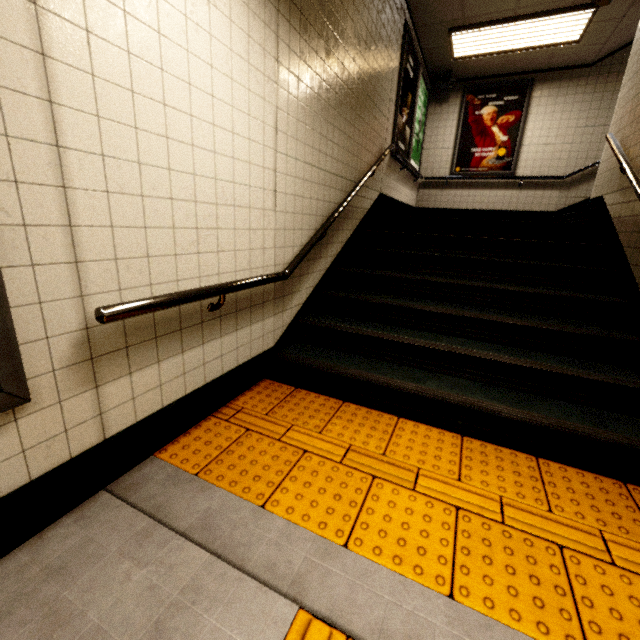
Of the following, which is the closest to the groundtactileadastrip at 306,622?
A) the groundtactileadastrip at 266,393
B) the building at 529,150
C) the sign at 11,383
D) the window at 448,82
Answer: the groundtactileadastrip at 266,393

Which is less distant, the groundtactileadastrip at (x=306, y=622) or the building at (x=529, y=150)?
the groundtactileadastrip at (x=306, y=622)

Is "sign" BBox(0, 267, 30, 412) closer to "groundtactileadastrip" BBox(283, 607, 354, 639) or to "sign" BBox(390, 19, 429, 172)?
"groundtactileadastrip" BBox(283, 607, 354, 639)

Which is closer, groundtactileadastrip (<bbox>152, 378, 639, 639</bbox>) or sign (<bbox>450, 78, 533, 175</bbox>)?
groundtactileadastrip (<bbox>152, 378, 639, 639</bbox>)

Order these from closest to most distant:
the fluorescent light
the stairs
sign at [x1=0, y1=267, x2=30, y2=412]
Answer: sign at [x1=0, y1=267, x2=30, y2=412]
the stairs
the fluorescent light

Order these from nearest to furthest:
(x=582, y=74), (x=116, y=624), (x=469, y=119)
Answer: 1. (x=116, y=624)
2. (x=582, y=74)
3. (x=469, y=119)

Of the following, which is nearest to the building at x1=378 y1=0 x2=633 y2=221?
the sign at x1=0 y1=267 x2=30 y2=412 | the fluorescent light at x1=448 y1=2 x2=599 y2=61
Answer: the fluorescent light at x1=448 y1=2 x2=599 y2=61

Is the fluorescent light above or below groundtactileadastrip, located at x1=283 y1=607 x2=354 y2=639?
above
